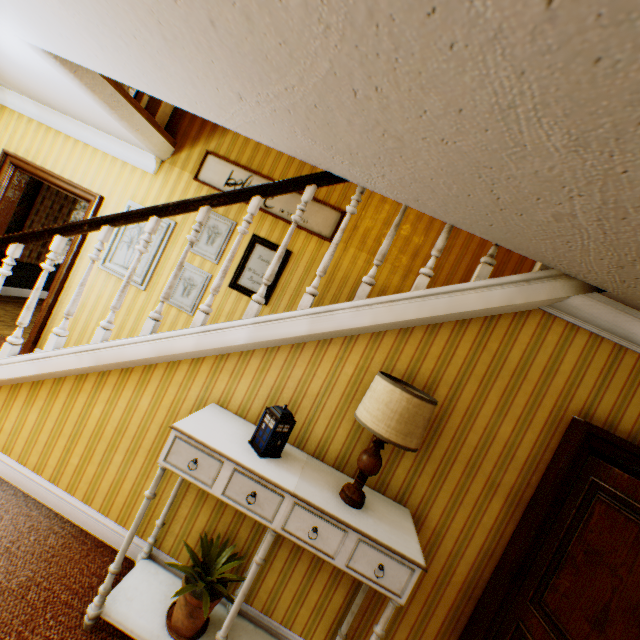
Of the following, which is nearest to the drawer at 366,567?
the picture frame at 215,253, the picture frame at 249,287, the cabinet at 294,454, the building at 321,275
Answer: the cabinet at 294,454

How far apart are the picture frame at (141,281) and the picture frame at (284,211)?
0.6m

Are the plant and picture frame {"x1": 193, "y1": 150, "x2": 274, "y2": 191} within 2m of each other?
no

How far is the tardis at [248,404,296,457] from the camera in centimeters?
197cm

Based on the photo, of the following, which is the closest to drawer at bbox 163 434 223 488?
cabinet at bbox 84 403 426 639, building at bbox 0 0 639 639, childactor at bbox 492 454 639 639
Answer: cabinet at bbox 84 403 426 639

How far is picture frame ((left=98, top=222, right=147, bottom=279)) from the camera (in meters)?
4.27

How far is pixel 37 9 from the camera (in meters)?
1.89

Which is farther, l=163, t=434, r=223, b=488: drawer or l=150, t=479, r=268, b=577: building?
l=150, t=479, r=268, b=577: building
